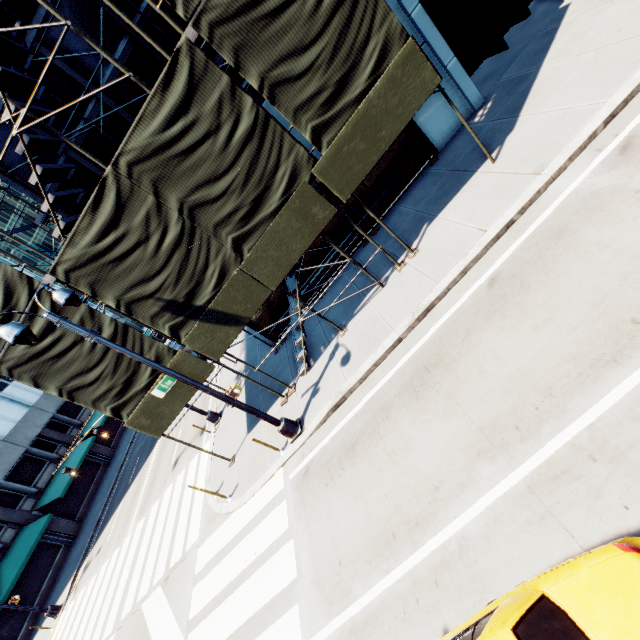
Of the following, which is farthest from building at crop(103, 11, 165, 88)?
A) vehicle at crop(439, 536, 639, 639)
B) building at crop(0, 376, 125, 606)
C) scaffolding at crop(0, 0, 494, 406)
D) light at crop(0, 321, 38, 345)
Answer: building at crop(0, 376, 125, 606)

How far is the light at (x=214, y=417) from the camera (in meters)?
15.21

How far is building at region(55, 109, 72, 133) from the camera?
9.8 meters

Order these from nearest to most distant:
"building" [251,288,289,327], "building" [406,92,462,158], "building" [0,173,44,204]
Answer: "building" [0,173,44,204], "building" [406,92,462,158], "building" [251,288,289,327]

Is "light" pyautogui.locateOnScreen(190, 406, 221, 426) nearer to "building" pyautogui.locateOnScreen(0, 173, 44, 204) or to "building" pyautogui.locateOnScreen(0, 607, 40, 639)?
"building" pyautogui.locateOnScreen(0, 173, 44, 204)

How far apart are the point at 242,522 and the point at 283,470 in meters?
2.1 m

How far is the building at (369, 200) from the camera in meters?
12.1 m
